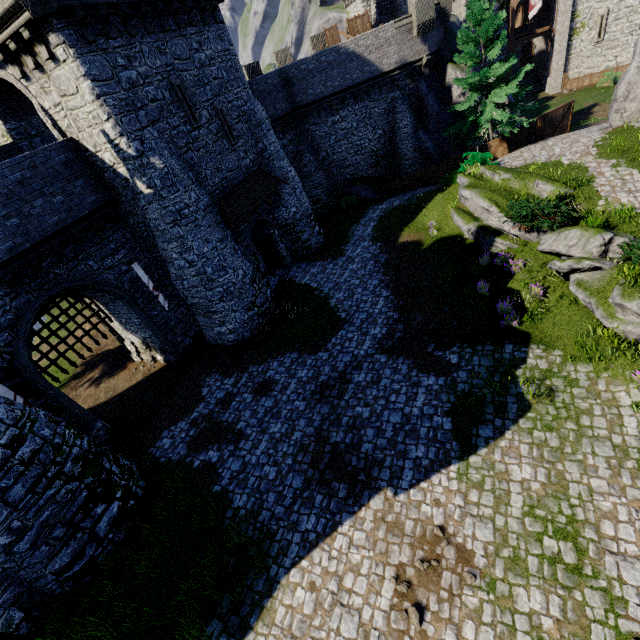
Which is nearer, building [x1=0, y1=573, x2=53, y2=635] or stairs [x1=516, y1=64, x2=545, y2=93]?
building [x1=0, y1=573, x2=53, y2=635]

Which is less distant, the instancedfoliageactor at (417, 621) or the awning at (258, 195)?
the instancedfoliageactor at (417, 621)

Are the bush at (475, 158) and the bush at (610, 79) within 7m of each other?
no

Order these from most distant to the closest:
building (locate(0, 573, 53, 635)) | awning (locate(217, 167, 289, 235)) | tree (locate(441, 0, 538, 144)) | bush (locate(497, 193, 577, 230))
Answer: Result: tree (locate(441, 0, 538, 144)) → awning (locate(217, 167, 289, 235)) → bush (locate(497, 193, 577, 230)) → building (locate(0, 573, 53, 635))

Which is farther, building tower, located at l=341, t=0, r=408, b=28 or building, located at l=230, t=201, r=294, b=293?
building tower, located at l=341, t=0, r=408, b=28

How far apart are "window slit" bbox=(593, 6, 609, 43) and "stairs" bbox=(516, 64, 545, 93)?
5.25m

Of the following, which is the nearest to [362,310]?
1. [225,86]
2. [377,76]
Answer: [225,86]

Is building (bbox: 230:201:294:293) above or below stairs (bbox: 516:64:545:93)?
above
